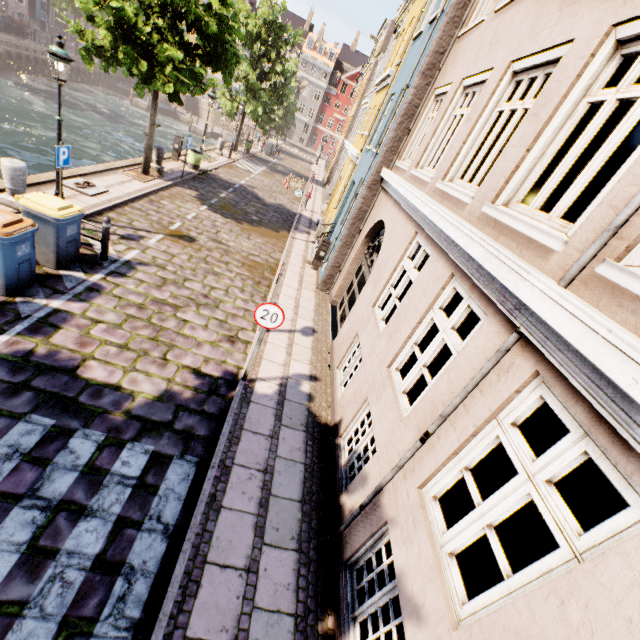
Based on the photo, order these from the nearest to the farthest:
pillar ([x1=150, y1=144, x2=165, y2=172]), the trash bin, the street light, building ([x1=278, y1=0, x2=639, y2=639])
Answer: building ([x1=278, y1=0, x2=639, y2=639])
the street light
pillar ([x1=150, y1=144, x2=165, y2=172])
the trash bin

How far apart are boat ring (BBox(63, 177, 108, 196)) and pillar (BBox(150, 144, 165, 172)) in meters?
4.4 m

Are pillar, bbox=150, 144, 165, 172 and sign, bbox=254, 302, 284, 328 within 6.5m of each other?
no

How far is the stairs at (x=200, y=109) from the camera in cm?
4706

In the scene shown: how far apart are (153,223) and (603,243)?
11.7m

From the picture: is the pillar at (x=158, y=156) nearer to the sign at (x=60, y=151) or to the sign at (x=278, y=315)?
the sign at (x=60, y=151)

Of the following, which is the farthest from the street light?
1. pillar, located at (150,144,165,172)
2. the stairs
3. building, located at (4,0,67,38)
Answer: the stairs

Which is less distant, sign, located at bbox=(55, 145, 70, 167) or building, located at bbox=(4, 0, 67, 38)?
sign, located at bbox=(55, 145, 70, 167)
